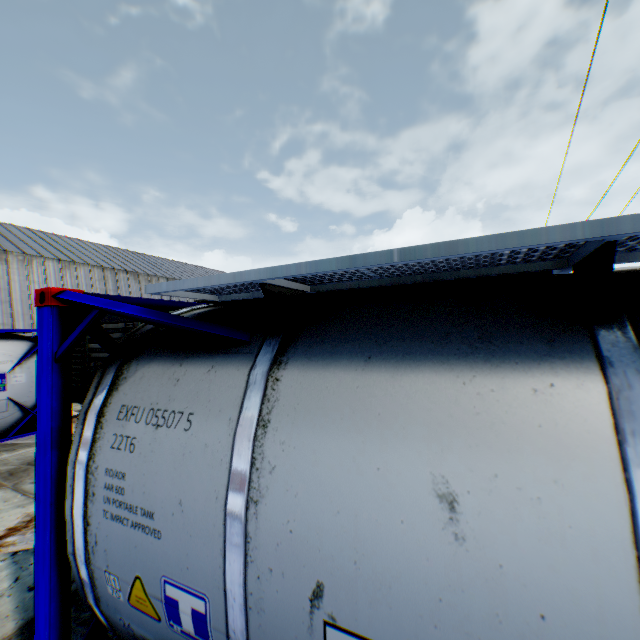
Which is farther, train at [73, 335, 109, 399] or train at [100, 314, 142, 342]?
train at [73, 335, 109, 399]

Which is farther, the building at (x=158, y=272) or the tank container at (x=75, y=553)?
the building at (x=158, y=272)

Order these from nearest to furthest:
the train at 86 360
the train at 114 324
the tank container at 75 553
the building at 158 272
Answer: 1. the tank container at 75 553
2. the train at 114 324
3. the train at 86 360
4. the building at 158 272

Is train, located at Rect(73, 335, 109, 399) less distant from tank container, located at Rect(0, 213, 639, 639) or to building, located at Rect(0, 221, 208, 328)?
tank container, located at Rect(0, 213, 639, 639)

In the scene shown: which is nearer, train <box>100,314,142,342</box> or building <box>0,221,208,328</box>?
train <box>100,314,142,342</box>

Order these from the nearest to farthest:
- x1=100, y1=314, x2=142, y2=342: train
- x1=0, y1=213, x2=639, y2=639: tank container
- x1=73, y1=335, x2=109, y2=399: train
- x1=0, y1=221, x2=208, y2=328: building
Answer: x1=0, y1=213, x2=639, y2=639: tank container
x1=100, y1=314, x2=142, y2=342: train
x1=73, y1=335, x2=109, y2=399: train
x1=0, y1=221, x2=208, y2=328: building

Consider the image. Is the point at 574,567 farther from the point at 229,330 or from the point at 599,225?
the point at 229,330
